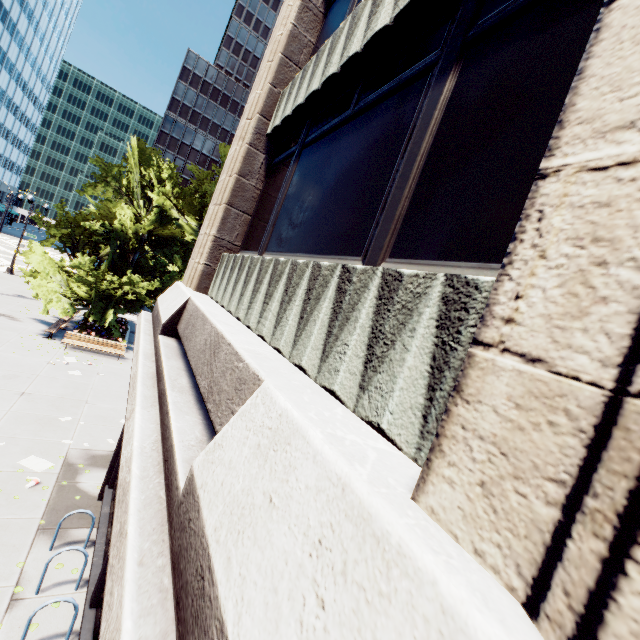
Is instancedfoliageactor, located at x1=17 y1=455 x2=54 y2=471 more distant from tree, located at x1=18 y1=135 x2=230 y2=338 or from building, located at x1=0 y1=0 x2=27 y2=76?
building, located at x1=0 y1=0 x2=27 y2=76

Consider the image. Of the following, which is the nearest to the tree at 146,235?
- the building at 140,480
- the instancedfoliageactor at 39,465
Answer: the building at 140,480

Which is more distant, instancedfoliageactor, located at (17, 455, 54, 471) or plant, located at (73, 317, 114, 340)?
plant, located at (73, 317, 114, 340)

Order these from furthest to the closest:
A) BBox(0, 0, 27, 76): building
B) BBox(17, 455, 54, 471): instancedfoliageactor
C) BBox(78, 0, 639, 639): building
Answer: BBox(0, 0, 27, 76): building → BBox(17, 455, 54, 471): instancedfoliageactor → BBox(78, 0, 639, 639): building

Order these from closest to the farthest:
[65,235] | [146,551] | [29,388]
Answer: [146,551]
[29,388]
[65,235]

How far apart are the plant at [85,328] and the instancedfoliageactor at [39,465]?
12.6 meters

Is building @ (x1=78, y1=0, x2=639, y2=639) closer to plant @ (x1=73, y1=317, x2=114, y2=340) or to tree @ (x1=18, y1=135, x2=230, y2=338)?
→ tree @ (x1=18, y1=135, x2=230, y2=338)

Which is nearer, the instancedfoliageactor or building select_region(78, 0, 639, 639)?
building select_region(78, 0, 639, 639)
